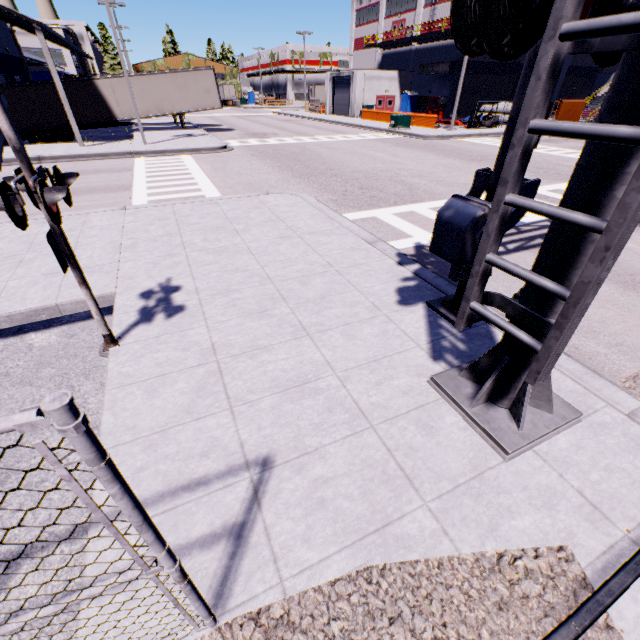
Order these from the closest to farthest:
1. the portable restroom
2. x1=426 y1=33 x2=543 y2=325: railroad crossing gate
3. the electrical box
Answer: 1. x1=426 y1=33 x2=543 y2=325: railroad crossing gate
2. the electrical box
3. the portable restroom

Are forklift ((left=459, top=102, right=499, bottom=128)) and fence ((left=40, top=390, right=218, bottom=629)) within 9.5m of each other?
no

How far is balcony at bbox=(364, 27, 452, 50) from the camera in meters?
32.5

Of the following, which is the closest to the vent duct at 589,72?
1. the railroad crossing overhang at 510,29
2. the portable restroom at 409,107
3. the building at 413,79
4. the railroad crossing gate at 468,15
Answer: the building at 413,79

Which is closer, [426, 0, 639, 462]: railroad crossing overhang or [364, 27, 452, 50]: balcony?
[426, 0, 639, 462]: railroad crossing overhang

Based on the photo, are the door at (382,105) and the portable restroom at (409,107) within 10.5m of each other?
Answer: yes

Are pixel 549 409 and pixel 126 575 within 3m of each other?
no

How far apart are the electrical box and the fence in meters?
33.1 m
